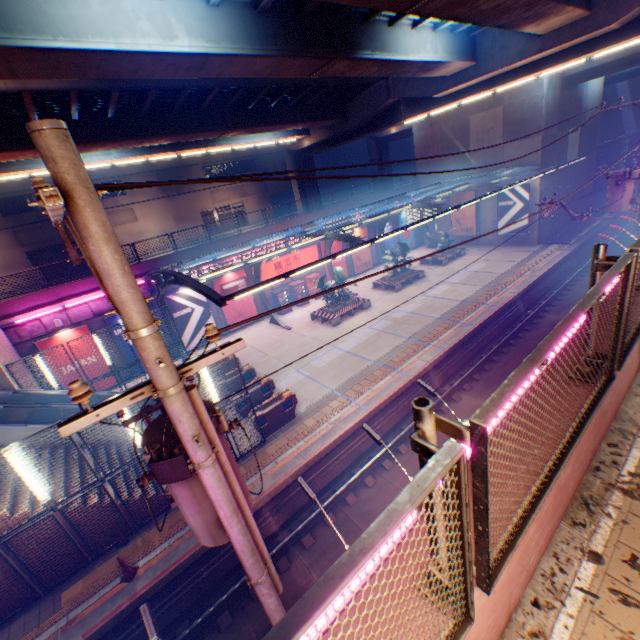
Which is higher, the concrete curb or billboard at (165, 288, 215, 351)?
the concrete curb

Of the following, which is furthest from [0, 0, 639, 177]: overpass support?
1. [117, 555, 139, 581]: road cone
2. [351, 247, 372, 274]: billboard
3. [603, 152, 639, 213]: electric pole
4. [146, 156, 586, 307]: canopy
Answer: [351, 247, 372, 274]: billboard

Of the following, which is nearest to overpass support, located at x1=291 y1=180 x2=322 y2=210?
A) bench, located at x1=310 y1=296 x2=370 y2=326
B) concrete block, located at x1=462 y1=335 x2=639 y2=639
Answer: concrete block, located at x1=462 y1=335 x2=639 y2=639

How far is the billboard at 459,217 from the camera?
32.22m

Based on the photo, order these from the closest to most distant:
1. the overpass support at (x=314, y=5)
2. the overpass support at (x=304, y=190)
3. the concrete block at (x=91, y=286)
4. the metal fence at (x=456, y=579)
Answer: the metal fence at (x=456, y=579), the overpass support at (x=314, y=5), the concrete block at (x=91, y=286), the overpass support at (x=304, y=190)

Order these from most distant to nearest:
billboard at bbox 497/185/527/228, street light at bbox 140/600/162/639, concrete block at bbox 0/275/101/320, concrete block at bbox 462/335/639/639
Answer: billboard at bbox 497/185/527/228, concrete block at bbox 0/275/101/320, street light at bbox 140/600/162/639, concrete block at bbox 462/335/639/639

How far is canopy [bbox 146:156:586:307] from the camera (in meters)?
12.12

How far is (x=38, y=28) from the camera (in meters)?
8.00
